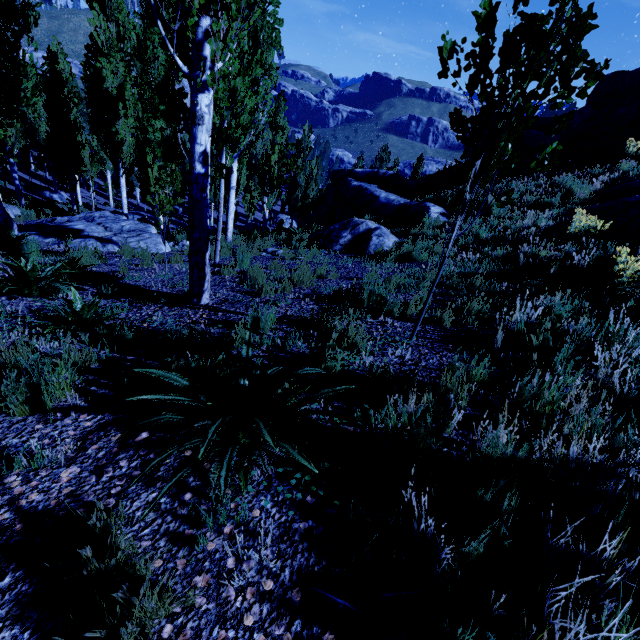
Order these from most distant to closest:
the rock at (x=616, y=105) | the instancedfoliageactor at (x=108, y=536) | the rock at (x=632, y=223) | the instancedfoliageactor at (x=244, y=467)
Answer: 1. the rock at (x=616, y=105)
2. the rock at (x=632, y=223)
3. the instancedfoliageactor at (x=244, y=467)
4. the instancedfoliageactor at (x=108, y=536)

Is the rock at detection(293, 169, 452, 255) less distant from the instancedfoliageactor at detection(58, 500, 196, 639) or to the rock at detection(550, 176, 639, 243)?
the instancedfoliageactor at detection(58, 500, 196, 639)

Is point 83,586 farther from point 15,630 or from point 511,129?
point 511,129

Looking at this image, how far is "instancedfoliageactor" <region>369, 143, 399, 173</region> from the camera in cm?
4078

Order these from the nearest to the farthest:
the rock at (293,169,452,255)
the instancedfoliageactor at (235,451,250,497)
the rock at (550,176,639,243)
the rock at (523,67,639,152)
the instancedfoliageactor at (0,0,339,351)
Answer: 1. the instancedfoliageactor at (235,451,250,497)
2. the instancedfoliageactor at (0,0,339,351)
3. the rock at (550,176,639,243)
4. the rock at (293,169,452,255)
5. the rock at (523,67,639,152)

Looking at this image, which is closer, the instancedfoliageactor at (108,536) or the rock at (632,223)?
→ the instancedfoliageactor at (108,536)

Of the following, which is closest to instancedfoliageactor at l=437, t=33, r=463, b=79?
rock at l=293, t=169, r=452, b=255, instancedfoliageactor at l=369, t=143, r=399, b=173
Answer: rock at l=293, t=169, r=452, b=255
